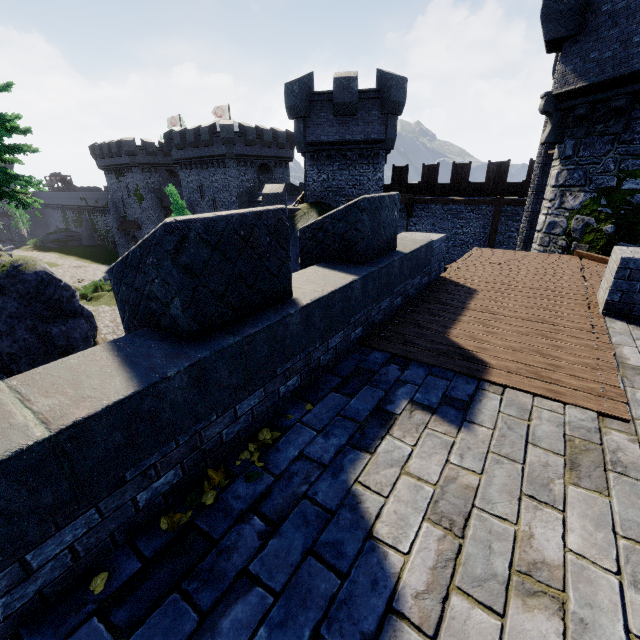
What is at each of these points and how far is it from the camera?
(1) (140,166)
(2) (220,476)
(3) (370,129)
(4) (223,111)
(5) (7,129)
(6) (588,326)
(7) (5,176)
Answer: (1) building, 45.34m
(2) leaf, 2.59m
(3) building tower, 19.05m
(4) flag, 43.72m
(5) tree, 14.21m
(6) walkway, 5.07m
(7) tree, 13.80m

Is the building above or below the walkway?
above

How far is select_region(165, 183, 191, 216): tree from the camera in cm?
2175

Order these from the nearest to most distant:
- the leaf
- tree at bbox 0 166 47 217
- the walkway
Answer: the leaf < the walkway < tree at bbox 0 166 47 217

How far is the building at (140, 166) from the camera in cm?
Answer: 3441

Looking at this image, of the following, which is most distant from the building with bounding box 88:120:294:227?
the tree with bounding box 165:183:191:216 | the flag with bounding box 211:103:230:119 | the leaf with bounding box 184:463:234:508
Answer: the leaf with bounding box 184:463:234:508

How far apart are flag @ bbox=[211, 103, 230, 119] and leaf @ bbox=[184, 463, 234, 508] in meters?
50.7 m

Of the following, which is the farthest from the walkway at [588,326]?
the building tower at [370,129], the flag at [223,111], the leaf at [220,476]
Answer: the flag at [223,111]
